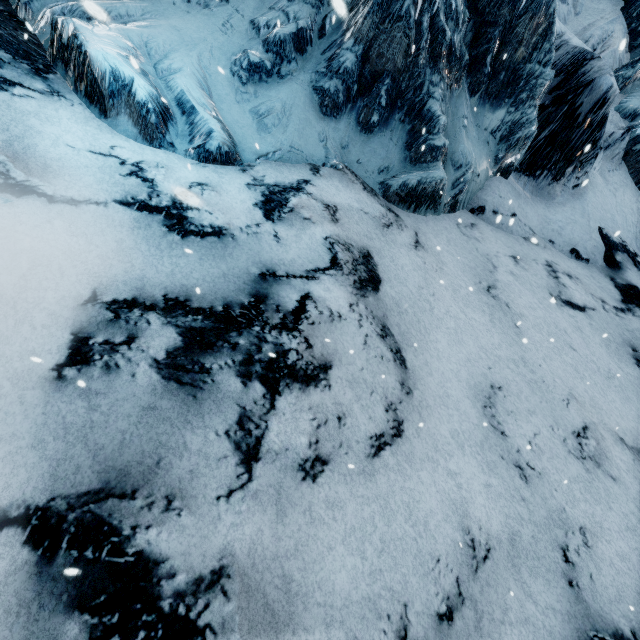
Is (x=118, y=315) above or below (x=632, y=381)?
below
